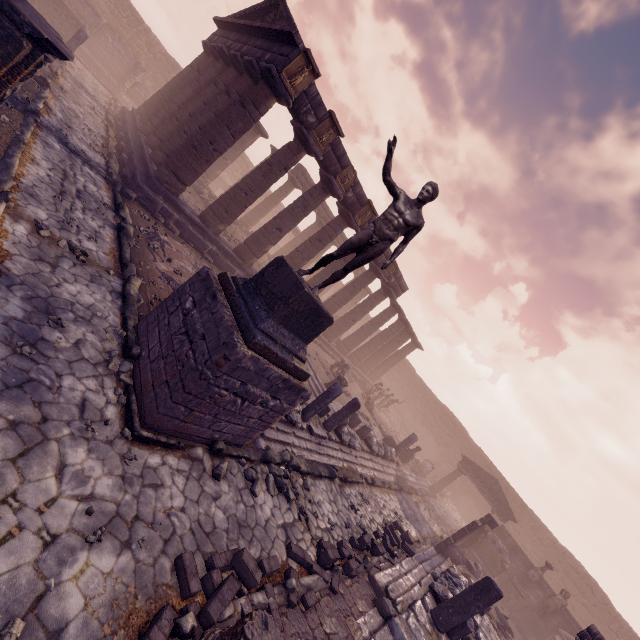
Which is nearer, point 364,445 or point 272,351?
point 272,351

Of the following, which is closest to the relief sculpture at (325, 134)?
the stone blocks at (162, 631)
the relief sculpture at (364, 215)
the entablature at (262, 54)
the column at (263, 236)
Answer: the entablature at (262, 54)

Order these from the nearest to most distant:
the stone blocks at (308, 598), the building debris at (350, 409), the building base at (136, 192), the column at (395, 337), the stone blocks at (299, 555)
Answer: the stone blocks at (308, 598), the stone blocks at (299, 555), the building debris at (350, 409), the building base at (136, 192), the column at (395, 337)

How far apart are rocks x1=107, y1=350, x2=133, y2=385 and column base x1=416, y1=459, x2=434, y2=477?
22.71m

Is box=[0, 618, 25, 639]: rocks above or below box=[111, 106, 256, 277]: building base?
below

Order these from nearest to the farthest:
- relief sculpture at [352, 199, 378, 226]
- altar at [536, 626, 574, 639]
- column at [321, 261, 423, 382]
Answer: relief sculpture at [352, 199, 378, 226], altar at [536, 626, 574, 639], column at [321, 261, 423, 382]

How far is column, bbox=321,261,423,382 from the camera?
19.8m

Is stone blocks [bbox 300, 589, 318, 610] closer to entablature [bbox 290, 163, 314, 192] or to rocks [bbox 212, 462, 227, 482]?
rocks [bbox 212, 462, 227, 482]
